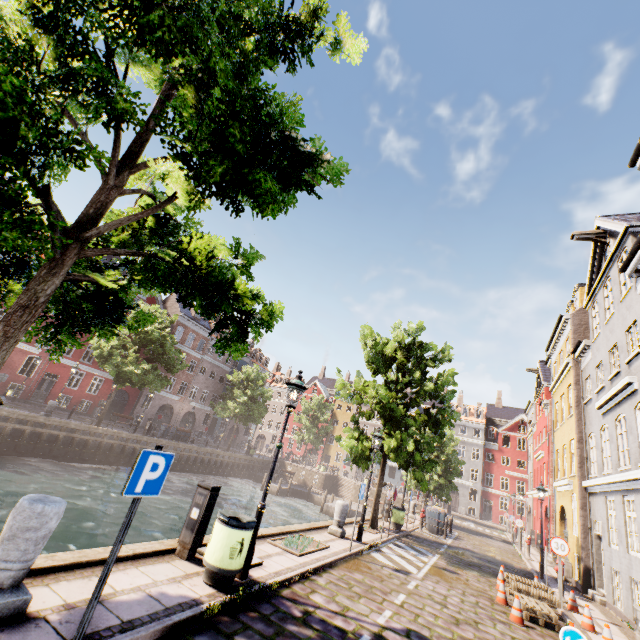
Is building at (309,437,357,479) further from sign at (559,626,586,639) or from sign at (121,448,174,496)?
sign at (559,626,586,639)

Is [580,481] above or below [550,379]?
below

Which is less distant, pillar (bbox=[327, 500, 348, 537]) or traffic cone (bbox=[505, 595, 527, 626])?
traffic cone (bbox=[505, 595, 527, 626])

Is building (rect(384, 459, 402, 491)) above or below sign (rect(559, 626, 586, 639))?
above

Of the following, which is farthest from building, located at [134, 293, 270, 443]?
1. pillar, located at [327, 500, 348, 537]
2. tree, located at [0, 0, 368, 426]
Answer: pillar, located at [327, 500, 348, 537]

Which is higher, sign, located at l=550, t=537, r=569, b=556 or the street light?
the street light

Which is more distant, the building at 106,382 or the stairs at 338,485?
the stairs at 338,485

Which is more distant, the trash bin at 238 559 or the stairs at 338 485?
the stairs at 338 485
